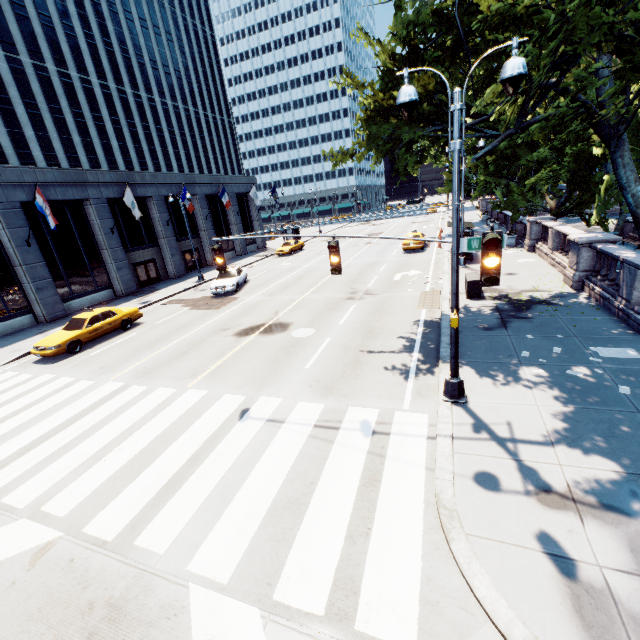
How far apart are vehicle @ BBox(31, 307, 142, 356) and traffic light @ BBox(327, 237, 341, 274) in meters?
14.5

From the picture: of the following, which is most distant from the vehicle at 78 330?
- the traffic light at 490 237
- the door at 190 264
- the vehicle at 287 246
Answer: the vehicle at 287 246

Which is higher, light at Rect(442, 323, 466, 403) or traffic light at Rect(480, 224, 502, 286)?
traffic light at Rect(480, 224, 502, 286)

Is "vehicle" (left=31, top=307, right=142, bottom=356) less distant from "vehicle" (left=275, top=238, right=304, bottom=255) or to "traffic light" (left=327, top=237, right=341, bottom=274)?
"traffic light" (left=327, top=237, right=341, bottom=274)

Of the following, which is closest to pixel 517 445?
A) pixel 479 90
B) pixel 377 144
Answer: pixel 377 144

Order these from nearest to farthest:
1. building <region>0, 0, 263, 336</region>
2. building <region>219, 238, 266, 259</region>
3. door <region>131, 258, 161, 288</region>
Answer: building <region>0, 0, 263, 336</region>
door <region>131, 258, 161, 288</region>
building <region>219, 238, 266, 259</region>

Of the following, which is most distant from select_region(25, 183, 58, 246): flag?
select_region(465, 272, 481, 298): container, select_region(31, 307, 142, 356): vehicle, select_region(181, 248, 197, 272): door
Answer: select_region(465, 272, 481, 298): container

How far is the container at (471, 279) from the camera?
14.81m
